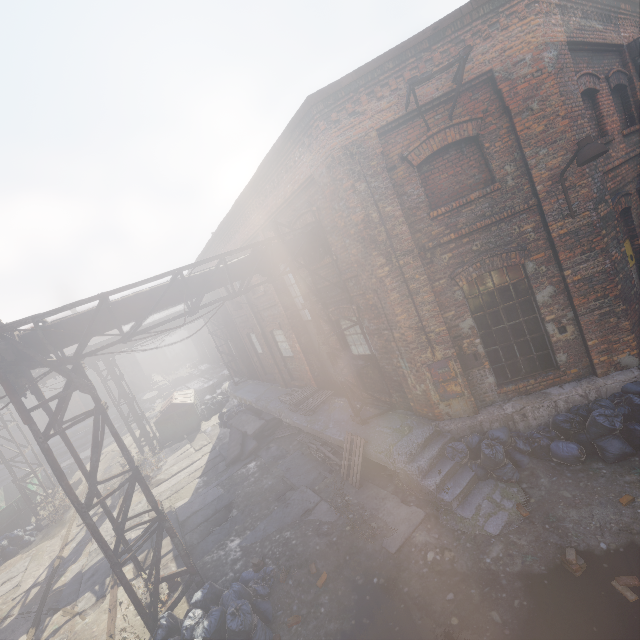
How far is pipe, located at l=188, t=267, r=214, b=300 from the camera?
6.91m

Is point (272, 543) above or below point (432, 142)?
below

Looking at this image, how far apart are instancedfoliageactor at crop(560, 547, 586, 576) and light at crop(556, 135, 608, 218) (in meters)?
5.60

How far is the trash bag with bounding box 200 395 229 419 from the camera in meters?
19.4 m

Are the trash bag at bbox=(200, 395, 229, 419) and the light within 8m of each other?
no

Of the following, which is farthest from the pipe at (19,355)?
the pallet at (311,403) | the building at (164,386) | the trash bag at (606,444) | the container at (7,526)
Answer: the building at (164,386)

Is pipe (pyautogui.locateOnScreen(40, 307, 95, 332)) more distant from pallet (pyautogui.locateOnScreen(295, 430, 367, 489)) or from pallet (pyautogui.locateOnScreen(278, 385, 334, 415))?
pallet (pyautogui.locateOnScreen(278, 385, 334, 415))

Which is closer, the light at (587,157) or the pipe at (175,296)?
the light at (587,157)
